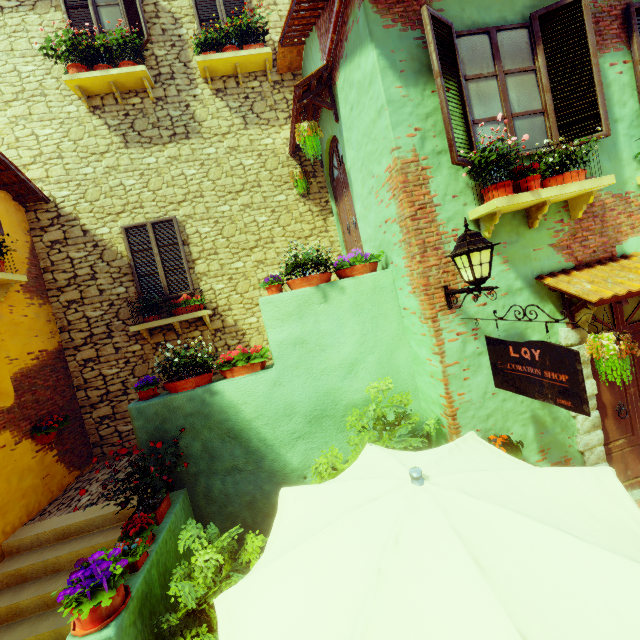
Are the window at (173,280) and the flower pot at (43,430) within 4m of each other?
yes

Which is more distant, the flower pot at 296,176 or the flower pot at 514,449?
the flower pot at 296,176

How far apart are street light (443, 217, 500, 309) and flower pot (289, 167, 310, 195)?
4.32m

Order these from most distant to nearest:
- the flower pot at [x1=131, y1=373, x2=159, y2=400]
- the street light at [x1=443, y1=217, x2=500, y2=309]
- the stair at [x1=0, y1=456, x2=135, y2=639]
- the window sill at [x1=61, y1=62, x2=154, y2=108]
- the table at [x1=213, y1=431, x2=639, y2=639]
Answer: the window sill at [x1=61, y1=62, x2=154, y2=108]
the flower pot at [x1=131, y1=373, x2=159, y2=400]
the stair at [x1=0, y1=456, x2=135, y2=639]
the street light at [x1=443, y1=217, x2=500, y2=309]
the table at [x1=213, y1=431, x2=639, y2=639]

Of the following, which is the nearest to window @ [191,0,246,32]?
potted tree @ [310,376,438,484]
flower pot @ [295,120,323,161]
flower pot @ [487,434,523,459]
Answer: flower pot @ [295,120,323,161]

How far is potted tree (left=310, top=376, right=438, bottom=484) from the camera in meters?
3.6

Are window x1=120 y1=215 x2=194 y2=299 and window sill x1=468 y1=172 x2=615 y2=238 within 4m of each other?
no

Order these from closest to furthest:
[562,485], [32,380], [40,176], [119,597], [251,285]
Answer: [562,485] → [119,597] → [32,380] → [40,176] → [251,285]
